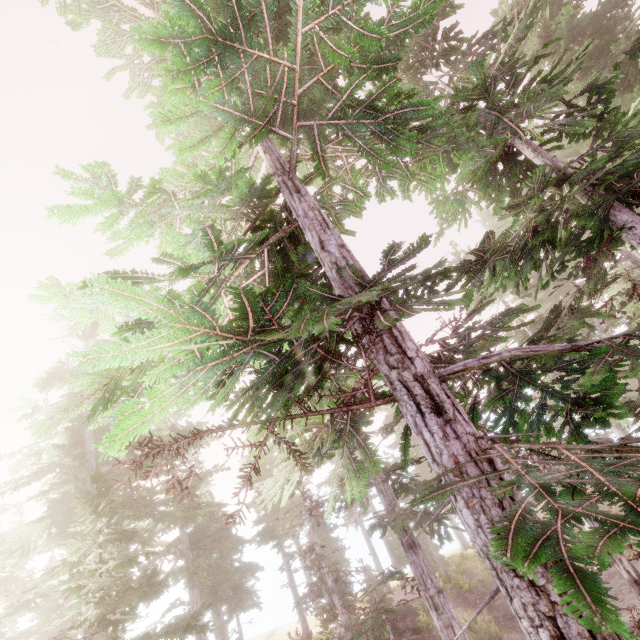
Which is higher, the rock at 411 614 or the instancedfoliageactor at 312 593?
the instancedfoliageactor at 312 593

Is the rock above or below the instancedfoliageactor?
below

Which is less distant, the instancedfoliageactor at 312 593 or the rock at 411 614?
the instancedfoliageactor at 312 593

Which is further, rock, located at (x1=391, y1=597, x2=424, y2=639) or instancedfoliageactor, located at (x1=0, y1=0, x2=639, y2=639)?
rock, located at (x1=391, y1=597, x2=424, y2=639)

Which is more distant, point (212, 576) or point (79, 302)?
point (212, 576)
